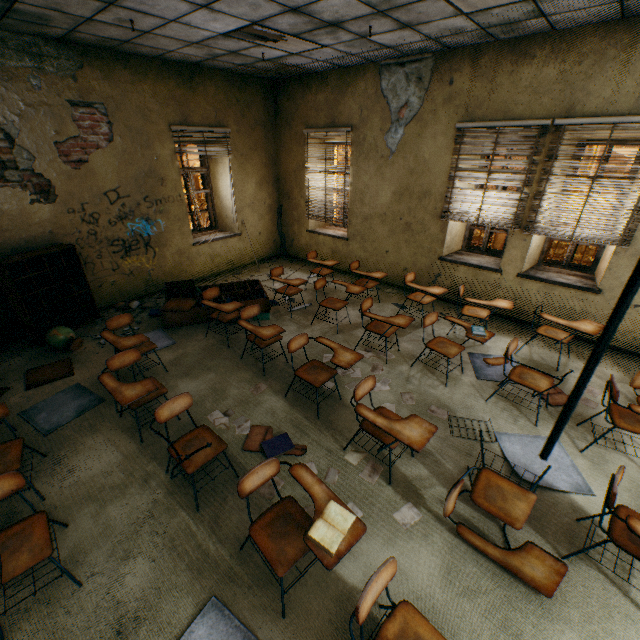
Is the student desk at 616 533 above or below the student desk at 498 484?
above

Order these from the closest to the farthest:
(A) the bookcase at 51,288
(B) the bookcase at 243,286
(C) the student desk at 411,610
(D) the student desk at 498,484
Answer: (C) the student desk at 411,610
(D) the student desk at 498,484
(A) the bookcase at 51,288
(B) the bookcase at 243,286

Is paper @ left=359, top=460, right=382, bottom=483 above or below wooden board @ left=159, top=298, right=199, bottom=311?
below

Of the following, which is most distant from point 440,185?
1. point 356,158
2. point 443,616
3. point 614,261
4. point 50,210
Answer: point 50,210

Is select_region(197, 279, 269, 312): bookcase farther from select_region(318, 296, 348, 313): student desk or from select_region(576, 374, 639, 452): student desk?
select_region(576, 374, 639, 452): student desk

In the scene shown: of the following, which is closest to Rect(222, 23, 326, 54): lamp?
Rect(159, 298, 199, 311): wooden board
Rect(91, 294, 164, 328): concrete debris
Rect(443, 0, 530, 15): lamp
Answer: Rect(443, 0, 530, 15): lamp

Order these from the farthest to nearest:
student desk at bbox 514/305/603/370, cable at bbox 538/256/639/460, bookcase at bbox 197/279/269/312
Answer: bookcase at bbox 197/279/269/312 < student desk at bbox 514/305/603/370 < cable at bbox 538/256/639/460

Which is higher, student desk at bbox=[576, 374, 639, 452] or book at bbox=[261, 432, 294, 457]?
student desk at bbox=[576, 374, 639, 452]
